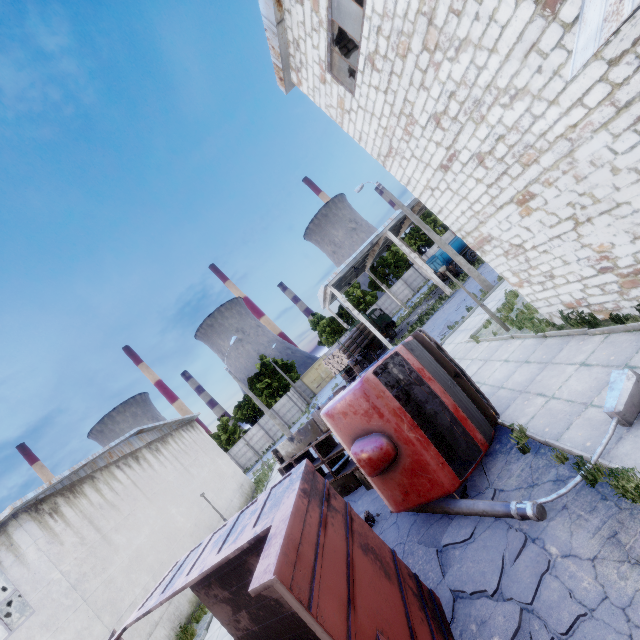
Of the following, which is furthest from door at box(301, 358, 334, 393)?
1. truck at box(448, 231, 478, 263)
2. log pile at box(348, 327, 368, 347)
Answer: truck at box(448, 231, 478, 263)

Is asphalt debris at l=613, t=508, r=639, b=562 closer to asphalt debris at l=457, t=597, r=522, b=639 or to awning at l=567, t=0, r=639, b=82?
asphalt debris at l=457, t=597, r=522, b=639

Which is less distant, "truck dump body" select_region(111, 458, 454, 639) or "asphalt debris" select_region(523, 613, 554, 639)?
"truck dump body" select_region(111, 458, 454, 639)

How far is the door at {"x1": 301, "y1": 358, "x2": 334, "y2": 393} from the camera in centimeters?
5281cm

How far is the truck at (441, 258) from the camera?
30.3m

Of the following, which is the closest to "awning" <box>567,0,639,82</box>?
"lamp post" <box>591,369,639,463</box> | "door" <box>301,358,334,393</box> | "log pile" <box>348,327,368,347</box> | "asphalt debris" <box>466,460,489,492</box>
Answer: "lamp post" <box>591,369,639,463</box>

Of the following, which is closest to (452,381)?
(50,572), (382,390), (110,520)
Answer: (382,390)

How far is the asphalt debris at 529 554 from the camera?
4.3m
